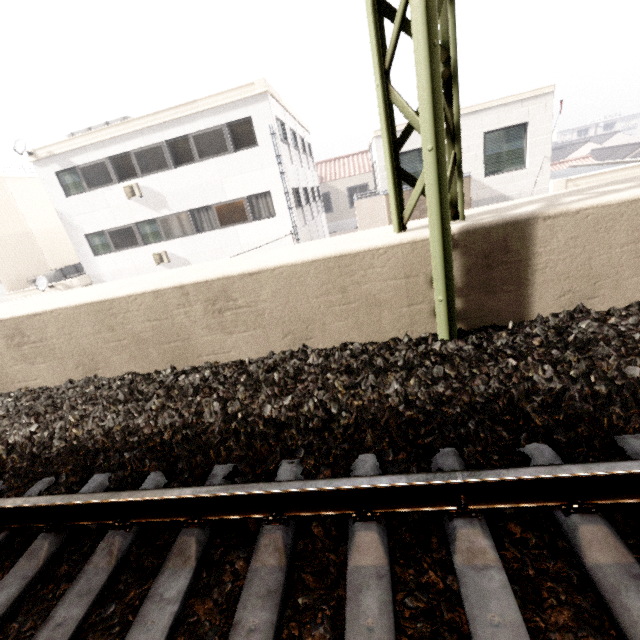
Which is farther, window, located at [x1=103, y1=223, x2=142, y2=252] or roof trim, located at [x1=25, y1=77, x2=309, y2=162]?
window, located at [x1=103, y1=223, x2=142, y2=252]

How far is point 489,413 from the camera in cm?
205

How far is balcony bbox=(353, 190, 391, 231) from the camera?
11.7 meters

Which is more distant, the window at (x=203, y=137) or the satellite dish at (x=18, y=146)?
the satellite dish at (x=18, y=146)

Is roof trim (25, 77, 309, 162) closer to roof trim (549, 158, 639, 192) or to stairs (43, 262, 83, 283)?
stairs (43, 262, 83, 283)

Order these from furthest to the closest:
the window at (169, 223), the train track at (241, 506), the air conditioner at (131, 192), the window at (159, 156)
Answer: the window at (169, 223), the air conditioner at (131, 192), the window at (159, 156), the train track at (241, 506)

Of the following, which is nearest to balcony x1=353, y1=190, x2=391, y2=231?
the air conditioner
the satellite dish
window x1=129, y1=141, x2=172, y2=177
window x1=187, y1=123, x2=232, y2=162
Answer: window x1=187, y1=123, x2=232, y2=162

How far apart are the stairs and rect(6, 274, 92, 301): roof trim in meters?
0.7
